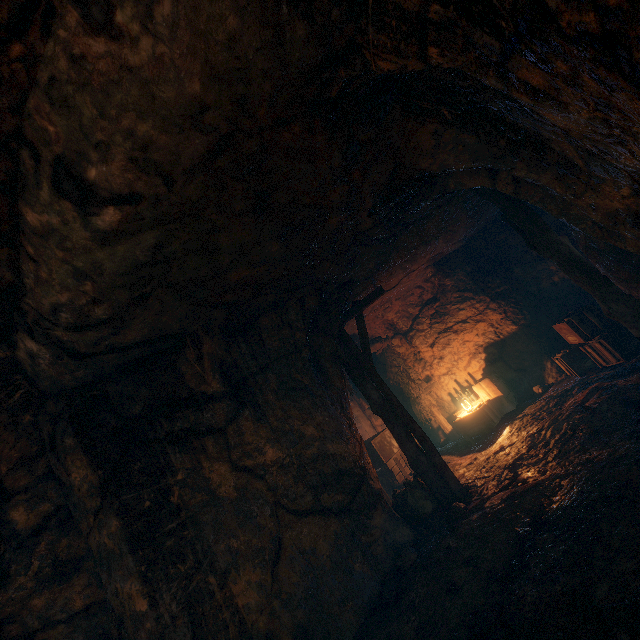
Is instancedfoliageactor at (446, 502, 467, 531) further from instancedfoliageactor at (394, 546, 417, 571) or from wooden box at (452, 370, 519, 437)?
wooden box at (452, 370, 519, 437)

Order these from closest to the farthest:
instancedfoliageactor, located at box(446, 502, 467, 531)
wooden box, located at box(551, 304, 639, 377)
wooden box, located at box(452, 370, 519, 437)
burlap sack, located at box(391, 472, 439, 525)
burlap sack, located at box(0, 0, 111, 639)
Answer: burlap sack, located at box(0, 0, 111, 639) < instancedfoliageactor, located at box(446, 502, 467, 531) < burlap sack, located at box(391, 472, 439, 525) < wooden box, located at box(551, 304, 639, 377) < wooden box, located at box(452, 370, 519, 437)

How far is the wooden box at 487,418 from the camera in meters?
8.8

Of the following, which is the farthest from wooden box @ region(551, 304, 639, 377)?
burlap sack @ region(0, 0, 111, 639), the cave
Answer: burlap sack @ region(0, 0, 111, 639)

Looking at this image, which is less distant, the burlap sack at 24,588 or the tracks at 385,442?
the burlap sack at 24,588

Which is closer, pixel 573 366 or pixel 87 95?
pixel 87 95

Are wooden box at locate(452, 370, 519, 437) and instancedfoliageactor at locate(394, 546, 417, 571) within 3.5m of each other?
no

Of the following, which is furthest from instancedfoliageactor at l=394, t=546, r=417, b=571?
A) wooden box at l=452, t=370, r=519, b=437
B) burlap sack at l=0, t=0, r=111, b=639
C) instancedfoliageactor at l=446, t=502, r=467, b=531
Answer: wooden box at l=452, t=370, r=519, b=437
